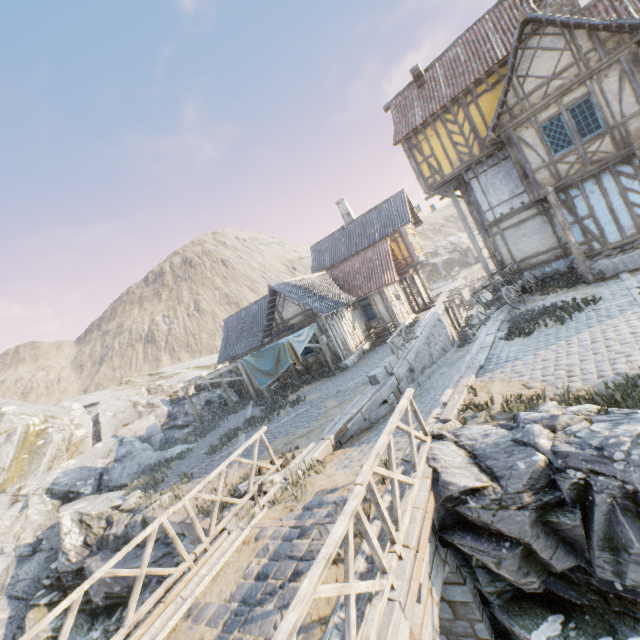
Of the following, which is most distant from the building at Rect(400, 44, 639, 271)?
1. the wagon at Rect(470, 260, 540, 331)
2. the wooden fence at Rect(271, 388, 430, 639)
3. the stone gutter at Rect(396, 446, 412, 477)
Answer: the wooden fence at Rect(271, 388, 430, 639)

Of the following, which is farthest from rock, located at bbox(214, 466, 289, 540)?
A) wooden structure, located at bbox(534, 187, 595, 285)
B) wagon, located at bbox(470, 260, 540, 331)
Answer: wagon, located at bbox(470, 260, 540, 331)

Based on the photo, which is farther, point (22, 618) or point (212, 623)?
point (22, 618)

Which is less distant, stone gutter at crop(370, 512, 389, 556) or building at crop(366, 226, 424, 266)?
stone gutter at crop(370, 512, 389, 556)

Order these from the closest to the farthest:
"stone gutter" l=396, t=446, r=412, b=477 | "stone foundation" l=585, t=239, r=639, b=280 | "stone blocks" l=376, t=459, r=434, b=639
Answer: "stone blocks" l=376, t=459, r=434, b=639 → "stone gutter" l=396, t=446, r=412, b=477 → "stone foundation" l=585, t=239, r=639, b=280

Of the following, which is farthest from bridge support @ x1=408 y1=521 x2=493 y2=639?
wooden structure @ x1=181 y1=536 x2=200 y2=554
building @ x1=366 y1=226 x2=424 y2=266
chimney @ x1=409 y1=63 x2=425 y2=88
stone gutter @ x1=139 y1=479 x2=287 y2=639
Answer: building @ x1=366 y1=226 x2=424 y2=266

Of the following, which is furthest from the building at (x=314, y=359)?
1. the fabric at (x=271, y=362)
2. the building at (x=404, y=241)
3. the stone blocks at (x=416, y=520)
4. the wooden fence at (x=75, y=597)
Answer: the stone blocks at (x=416, y=520)

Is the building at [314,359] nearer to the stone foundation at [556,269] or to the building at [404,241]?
the building at [404,241]
